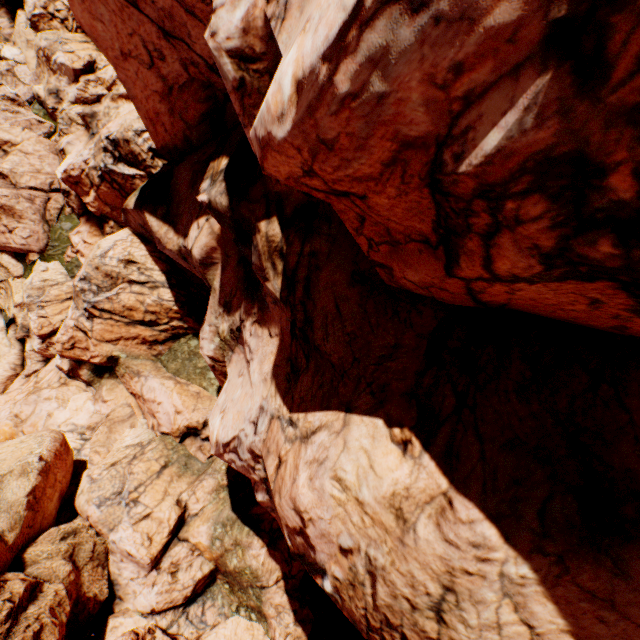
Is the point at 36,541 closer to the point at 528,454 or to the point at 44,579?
the point at 44,579
